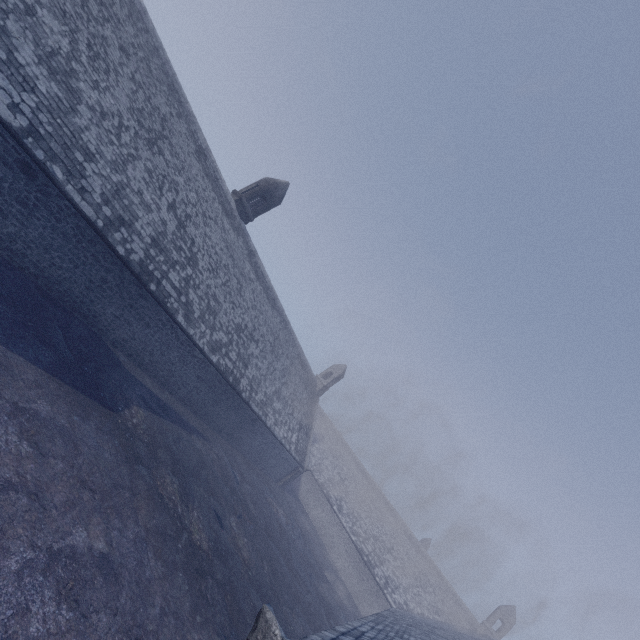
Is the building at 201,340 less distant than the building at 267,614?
No

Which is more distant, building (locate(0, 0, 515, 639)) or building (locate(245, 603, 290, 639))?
building (locate(0, 0, 515, 639))

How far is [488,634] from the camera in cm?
3256
